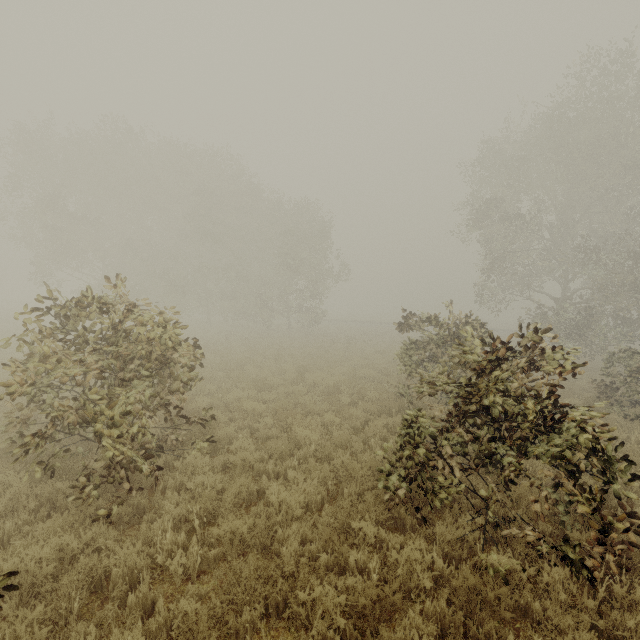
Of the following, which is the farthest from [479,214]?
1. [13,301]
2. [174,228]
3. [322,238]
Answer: [13,301]

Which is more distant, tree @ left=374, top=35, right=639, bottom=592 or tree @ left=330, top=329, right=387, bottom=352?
tree @ left=330, top=329, right=387, bottom=352

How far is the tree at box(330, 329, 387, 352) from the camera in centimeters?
2184cm

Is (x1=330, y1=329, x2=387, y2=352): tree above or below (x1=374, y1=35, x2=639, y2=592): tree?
below

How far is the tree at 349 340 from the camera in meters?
21.8 m

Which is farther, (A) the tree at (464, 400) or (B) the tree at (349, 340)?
(B) the tree at (349, 340)
